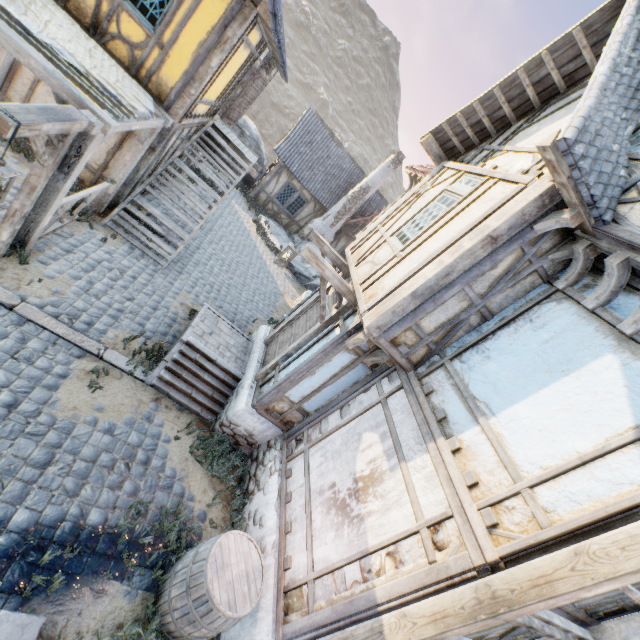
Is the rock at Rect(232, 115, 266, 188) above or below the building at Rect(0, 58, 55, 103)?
above

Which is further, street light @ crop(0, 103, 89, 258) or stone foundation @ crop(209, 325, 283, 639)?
stone foundation @ crop(209, 325, 283, 639)

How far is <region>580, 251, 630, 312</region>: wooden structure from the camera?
3.50m

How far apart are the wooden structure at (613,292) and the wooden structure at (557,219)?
0.50m

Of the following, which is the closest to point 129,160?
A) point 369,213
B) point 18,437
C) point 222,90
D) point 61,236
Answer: point 61,236

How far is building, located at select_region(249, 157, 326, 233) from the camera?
18.7m

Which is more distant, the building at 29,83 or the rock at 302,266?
the rock at 302,266

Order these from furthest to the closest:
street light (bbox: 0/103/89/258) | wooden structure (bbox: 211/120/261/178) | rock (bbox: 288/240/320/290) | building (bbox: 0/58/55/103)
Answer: rock (bbox: 288/240/320/290), wooden structure (bbox: 211/120/261/178), building (bbox: 0/58/55/103), street light (bbox: 0/103/89/258)
